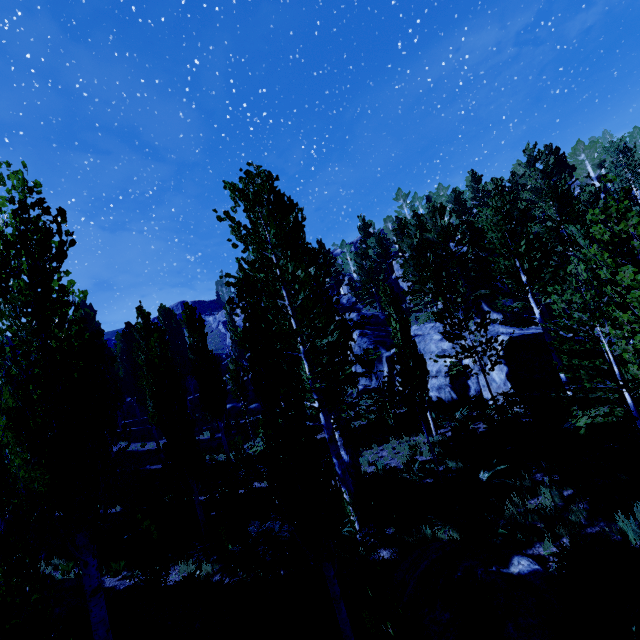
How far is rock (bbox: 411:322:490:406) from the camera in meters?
17.1 m

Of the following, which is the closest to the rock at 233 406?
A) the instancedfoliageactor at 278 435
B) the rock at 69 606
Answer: the instancedfoliageactor at 278 435

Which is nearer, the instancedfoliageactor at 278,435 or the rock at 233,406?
the instancedfoliageactor at 278,435

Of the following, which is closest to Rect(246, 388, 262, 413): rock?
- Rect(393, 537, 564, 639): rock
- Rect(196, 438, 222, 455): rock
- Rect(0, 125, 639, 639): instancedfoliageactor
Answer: Rect(0, 125, 639, 639): instancedfoliageactor

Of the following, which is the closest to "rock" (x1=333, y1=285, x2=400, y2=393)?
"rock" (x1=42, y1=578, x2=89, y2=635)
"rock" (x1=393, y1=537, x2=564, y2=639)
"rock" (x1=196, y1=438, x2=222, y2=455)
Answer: "rock" (x1=196, y1=438, x2=222, y2=455)

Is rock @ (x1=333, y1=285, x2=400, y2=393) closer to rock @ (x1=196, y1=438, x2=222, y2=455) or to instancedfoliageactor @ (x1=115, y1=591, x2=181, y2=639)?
instancedfoliageactor @ (x1=115, y1=591, x2=181, y2=639)

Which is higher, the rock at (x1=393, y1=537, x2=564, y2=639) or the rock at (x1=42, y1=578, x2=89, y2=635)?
the rock at (x1=42, y1=578, x2=89, y2=635)

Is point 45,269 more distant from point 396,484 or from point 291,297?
point 396,484
